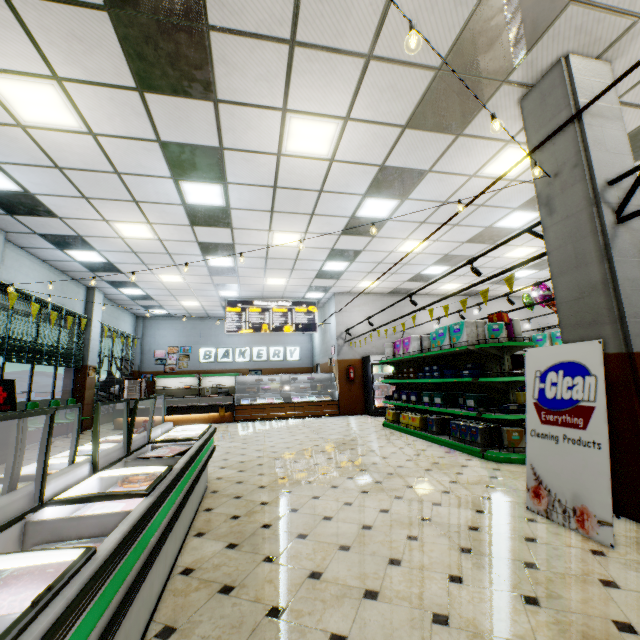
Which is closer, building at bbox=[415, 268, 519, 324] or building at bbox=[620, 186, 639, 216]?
building at bbox=[620, 186, 639, 216]

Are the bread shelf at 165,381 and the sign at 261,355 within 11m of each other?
yes

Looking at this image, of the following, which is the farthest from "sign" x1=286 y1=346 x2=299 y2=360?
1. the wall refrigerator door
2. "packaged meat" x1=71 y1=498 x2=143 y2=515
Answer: "packaged meat" x1=71 y1=498 x2=143 y2=515

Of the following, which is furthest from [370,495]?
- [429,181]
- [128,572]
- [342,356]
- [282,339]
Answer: [282,339]

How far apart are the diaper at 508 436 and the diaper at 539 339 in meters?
3.5 m

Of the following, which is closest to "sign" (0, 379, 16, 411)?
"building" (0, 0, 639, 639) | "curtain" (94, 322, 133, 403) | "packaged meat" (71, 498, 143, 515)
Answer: "building" (0, 0, 639, 639)

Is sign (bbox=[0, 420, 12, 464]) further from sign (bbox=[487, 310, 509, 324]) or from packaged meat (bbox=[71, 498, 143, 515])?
sign (bbox=[487, 310, 509, 324])

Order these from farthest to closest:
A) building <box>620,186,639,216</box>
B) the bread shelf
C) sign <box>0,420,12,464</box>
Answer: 1. the bread shelf
2. sign <box>0,420,12,464</box>
3. building <box>620,186,639,216</box>
